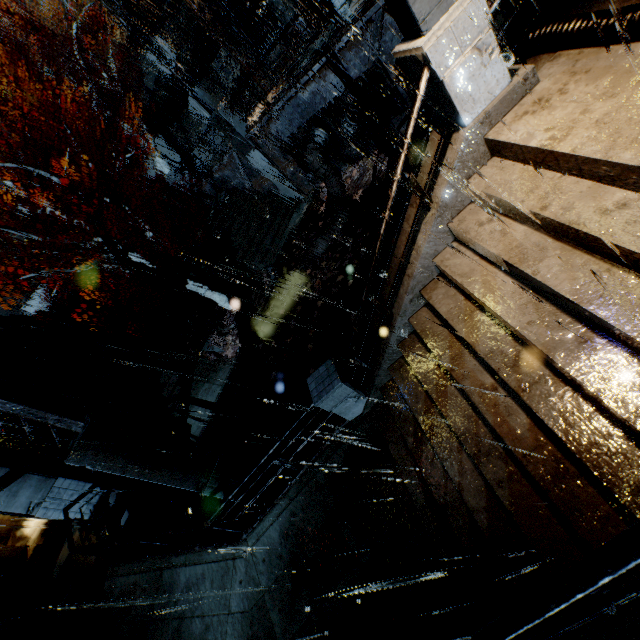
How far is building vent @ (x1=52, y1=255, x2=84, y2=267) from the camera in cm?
2230

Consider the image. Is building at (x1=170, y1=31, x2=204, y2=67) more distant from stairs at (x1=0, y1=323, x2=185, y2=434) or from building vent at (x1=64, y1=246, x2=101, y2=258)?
building vent at (x1=64, y1=246, x2=101, y2=258)

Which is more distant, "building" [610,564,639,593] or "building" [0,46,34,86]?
"building" [0,46,34,86]

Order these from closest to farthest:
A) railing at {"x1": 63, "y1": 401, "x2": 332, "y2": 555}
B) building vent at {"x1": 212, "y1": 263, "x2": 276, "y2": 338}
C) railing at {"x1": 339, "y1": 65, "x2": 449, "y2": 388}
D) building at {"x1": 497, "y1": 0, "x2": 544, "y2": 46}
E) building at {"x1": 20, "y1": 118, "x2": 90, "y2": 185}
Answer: railing at {"x1": 339, "y1": 65, "x2": 449, "y2": 388} < railing at {"x1": 63, "y1": 401, "x2": 332, "y2": 555} < building at {"x1": 497, "y1": 0, "x2": 544, "y2": 46} < building vent at {"x1": 212, "y1": 263, "x2": 276, "y2": 338} < building at {"x1": 20, "y1": 118, "x2": 90, "y2": 185}

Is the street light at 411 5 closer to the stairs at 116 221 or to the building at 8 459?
the building at 8 459

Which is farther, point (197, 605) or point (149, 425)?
point (149, 425)

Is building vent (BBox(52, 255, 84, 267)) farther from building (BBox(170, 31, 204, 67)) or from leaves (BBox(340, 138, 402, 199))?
leaves (BBox(340, 138, 402, 199))

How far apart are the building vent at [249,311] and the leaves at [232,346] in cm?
0
